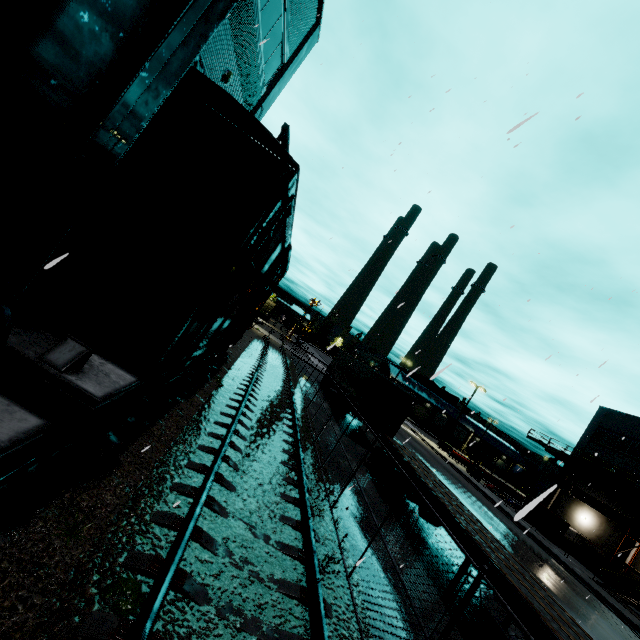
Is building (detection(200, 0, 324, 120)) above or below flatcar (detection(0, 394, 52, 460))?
above

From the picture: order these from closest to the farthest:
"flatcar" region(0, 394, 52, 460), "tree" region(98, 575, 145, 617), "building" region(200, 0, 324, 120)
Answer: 1. "flatcar" region(0, 394, 52, 460)
2. "tree" region(98, 575, 145, 617)
3. "building" region(200, 0, 324, 120)

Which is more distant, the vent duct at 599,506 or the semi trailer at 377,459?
the vent duct at 599,506

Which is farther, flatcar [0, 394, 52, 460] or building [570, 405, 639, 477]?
building [570, 405, 639, 477]

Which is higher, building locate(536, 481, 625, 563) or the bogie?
building locate(536, 481, 625, 563)

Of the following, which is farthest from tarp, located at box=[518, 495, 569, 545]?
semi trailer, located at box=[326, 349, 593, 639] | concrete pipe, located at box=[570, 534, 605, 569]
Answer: concrete pipe, located at box=[570, 534, 605, 569]

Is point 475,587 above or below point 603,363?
below

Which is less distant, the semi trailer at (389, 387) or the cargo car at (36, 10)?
the cargo car at (36, 10)
